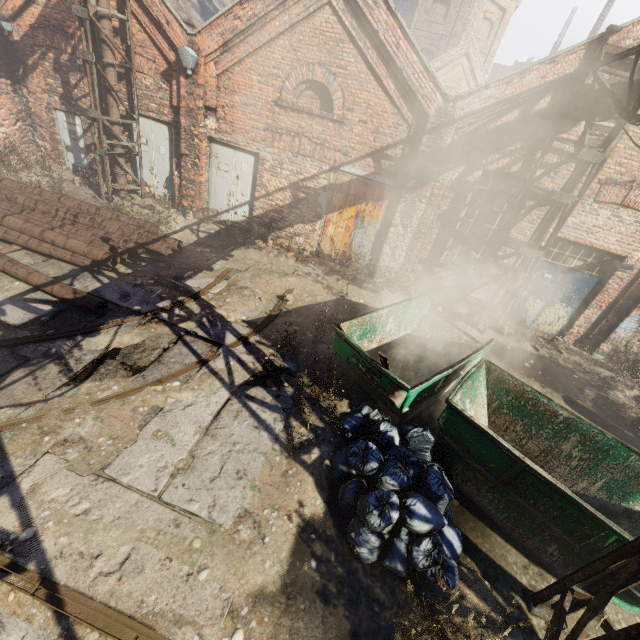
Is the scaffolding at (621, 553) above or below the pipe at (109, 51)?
below

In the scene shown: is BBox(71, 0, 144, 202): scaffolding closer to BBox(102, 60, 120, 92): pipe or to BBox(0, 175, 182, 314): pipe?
BBox(102, 60, 120, 92): pipe

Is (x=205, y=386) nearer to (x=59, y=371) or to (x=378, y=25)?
(x=59, y=371)

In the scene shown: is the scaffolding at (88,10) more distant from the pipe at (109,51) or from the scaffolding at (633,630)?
the scaffolding at (633,630)

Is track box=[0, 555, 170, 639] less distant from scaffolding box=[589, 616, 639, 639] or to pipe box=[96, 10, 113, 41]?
scaffolding box=[589, 616, 639, 639]

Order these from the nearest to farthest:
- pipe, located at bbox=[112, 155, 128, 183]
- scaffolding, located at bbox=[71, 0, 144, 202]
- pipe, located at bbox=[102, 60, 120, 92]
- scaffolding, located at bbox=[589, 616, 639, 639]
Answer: scaffolding, located at bbox=[589, 616, 639, 639]
scaffolding, located at bbox=[71, 0, 144, 202]
pipe, located at bbox=[102, 60, 120, 92]
pipe, located at bbox=[112, 155, 128, 183]

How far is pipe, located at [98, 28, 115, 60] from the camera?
8.7m

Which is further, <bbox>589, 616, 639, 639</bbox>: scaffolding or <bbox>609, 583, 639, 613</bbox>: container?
<bbox>609, 583, 639, 613</bbox>: container
